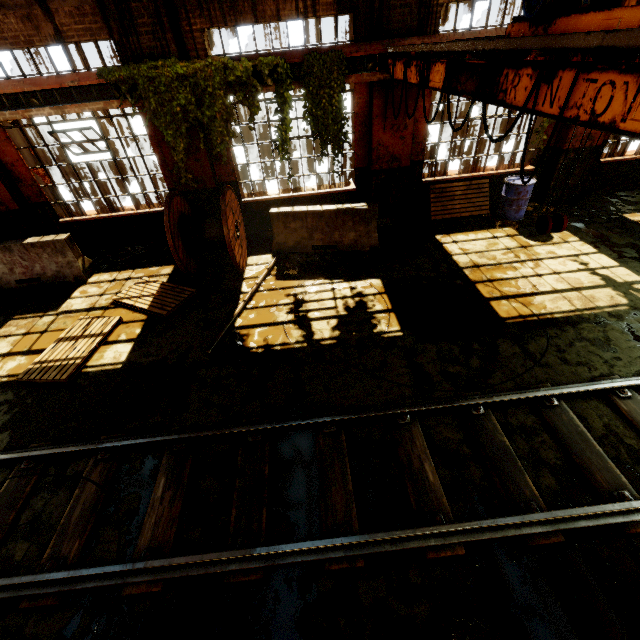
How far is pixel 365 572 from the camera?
3.15m

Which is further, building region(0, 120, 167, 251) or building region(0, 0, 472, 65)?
building region(0, 120, 167, 251)

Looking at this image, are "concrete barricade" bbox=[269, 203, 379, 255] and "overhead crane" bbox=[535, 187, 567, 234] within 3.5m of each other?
no

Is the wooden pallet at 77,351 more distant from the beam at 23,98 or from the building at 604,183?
the beam at 23,98

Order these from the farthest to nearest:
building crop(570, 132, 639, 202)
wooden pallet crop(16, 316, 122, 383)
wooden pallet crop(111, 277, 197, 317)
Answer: building crop(570, 132, 639, 202) → wooden pallet crop(111, 277, 197, 317) → wooden pallet crop(16, 316, 122, 383)

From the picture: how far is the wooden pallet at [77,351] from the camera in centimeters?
546cm

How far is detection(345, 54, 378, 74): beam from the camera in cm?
657

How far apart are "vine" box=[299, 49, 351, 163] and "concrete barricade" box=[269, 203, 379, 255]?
0.93m
